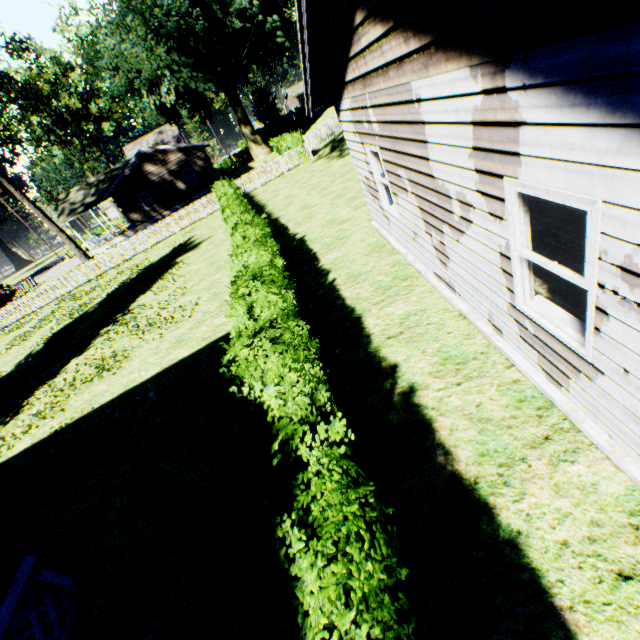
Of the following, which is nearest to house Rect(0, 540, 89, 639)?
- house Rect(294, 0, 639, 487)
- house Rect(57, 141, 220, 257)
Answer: house Rect(294, 0, 639, 487)

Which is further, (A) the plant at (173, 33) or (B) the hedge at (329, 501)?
(A) the plant at (173, 33)

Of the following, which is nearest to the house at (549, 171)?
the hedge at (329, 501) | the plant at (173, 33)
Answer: the hedge at (329, 501)

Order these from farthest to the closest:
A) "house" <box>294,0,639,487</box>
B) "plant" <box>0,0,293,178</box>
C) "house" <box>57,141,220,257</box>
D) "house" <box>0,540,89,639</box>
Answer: "house" <box>57,141,220,257</box> < "plant" <box>0,0,293,178</box> < "house" <box>0,540,89,639</box> < "house" <box>294,0,639,487</box>

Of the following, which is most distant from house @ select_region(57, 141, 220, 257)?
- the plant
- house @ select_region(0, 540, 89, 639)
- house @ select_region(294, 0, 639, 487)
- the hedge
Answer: house @ select_region(0, 540, 89, 639)

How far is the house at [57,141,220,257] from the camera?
30.9m

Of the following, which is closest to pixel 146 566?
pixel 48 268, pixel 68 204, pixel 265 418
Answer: pixel 265 418

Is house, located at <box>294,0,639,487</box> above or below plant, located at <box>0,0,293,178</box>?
below
